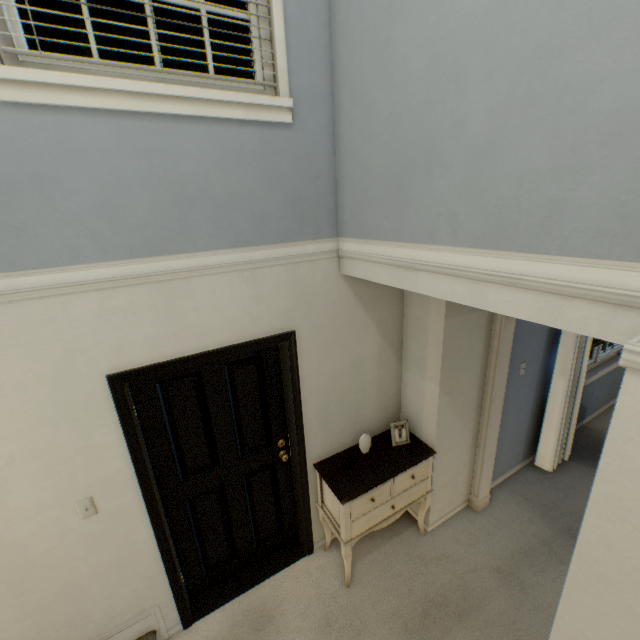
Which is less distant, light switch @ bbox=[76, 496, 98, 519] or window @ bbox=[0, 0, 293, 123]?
window @ bbox=[0, 0, 293, 123]

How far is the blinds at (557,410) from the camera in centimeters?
313cm

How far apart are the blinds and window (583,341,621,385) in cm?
8

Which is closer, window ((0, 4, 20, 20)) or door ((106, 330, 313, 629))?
window ((0, 4, 20, 20))

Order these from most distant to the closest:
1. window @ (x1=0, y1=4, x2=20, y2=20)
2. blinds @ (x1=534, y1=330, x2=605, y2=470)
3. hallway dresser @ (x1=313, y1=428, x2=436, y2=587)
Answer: blinds @ (x1=534, y1=330, x2=605, y2=470)
hallway dresser @ (x1=313, y1=428, x2=436, y2=587)
window @ (x1=0, y1=4, x2=20, y2=20)

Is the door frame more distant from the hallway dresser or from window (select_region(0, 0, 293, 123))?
window (select_region(0, 0, 293, 123))

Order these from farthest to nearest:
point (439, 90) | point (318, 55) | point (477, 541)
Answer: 1. point (477, 541)
2. point (318, 55)
3. point (439, 90)

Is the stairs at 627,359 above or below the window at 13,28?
below
